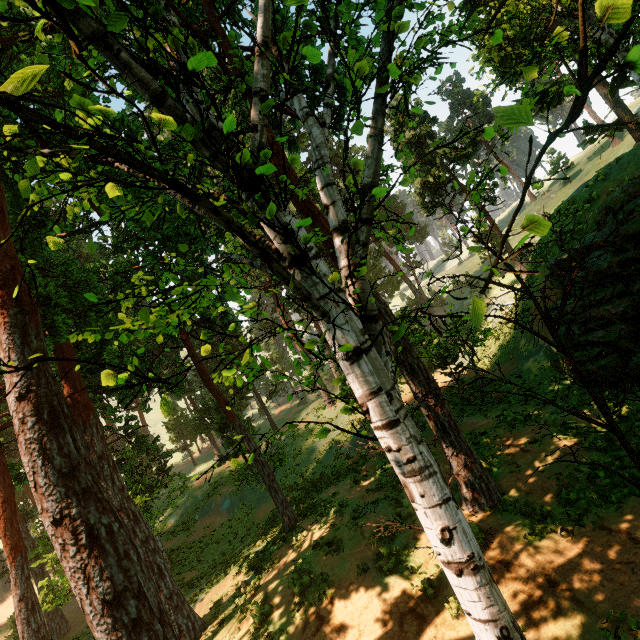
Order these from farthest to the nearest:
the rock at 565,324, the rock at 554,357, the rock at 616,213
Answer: the rock at 554,357 → the rock at 565,324 → the rock at 616,213

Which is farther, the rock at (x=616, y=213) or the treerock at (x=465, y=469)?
the rock at (x=616, y=213)

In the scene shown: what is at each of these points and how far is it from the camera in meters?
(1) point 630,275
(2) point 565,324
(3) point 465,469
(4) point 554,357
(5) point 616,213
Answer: (1) rock, 12.5 m
(2) rock, 16.0 m
(3) treerock, 10.4 m
(4) rock, 16.5 m
(5) rock, 12.5 m

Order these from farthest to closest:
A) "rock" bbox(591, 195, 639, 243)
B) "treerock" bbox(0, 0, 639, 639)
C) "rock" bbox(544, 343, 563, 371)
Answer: "rock" bbox(544, 343, 563, 371) < "rock" bbox(591, 195, 639, 243) < "treerock" bbox(0, 0, 639, 639)

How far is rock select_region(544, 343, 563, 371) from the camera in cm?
1594

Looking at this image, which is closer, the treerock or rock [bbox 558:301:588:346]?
the treerock

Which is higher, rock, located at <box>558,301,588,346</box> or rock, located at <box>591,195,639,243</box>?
rock, located at <box>591,195,639,243</box>
